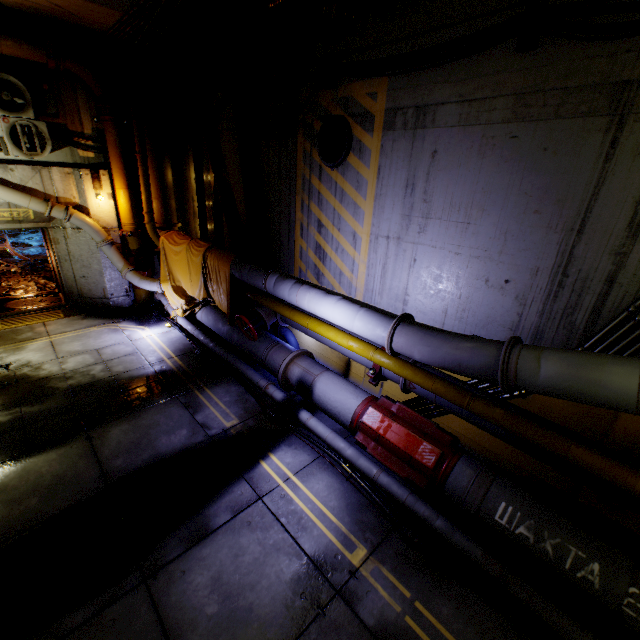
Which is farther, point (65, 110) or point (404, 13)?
point (65, 110)

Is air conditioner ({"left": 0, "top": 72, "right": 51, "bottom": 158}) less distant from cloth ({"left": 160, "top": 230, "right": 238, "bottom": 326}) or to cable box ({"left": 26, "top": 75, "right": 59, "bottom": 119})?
cable box ({"left": 26, "top": 75, "right": 59, "bottom": 119})

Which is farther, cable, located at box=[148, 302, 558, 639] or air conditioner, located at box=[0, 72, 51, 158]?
air conditioner, located at box=[0, 72, 51, 158]

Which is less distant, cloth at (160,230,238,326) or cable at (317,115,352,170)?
cable at (317,115,352,170)

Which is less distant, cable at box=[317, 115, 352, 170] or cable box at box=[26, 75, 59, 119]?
cable at box=[317, 115, 352, 170]

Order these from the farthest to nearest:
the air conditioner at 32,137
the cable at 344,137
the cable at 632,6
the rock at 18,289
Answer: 1. the rock at 18,289
2. the air conditioner at 32,137
3. the cable at 344,137
4. the cable at 632,6

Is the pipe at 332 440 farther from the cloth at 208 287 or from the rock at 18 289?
the rock at 18 289

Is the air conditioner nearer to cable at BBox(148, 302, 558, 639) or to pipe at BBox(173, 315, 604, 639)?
pipe at BBox(173, 315, 604, 639)
